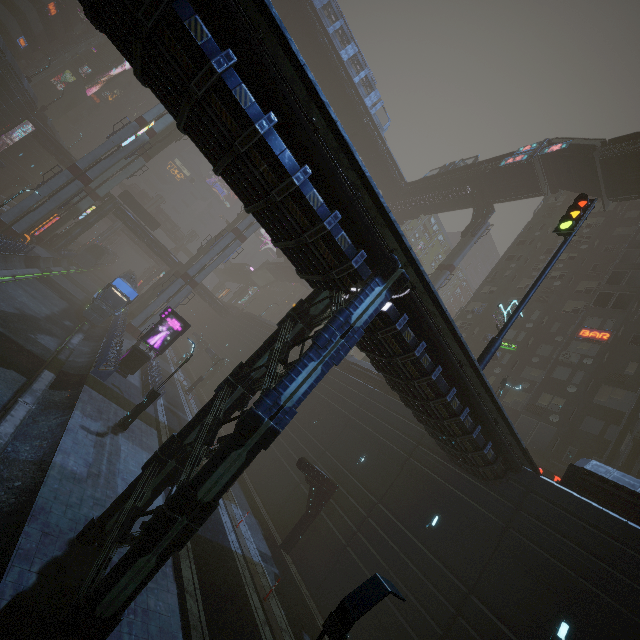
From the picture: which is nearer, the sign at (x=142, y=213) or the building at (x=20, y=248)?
the building at (x=20, y=248)

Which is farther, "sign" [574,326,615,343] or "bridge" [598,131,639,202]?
"sign" [574,326,615,343]

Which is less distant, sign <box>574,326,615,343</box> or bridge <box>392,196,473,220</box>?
sign <box>574,326,615,343</box>

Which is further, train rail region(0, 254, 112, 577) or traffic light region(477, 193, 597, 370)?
traffic light region(477, 193, 597, 370)

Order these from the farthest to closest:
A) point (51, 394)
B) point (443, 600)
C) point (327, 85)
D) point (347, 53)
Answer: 1. point (327, 85)
2. point (347, 53)
3. point (51, 394)
4. point (443, 600)

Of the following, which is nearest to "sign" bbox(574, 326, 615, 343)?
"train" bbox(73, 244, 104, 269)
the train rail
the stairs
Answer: the stairs

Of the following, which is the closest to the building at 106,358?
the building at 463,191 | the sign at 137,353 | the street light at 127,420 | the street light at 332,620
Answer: the sign at 137,353

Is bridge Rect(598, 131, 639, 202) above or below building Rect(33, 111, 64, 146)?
above
